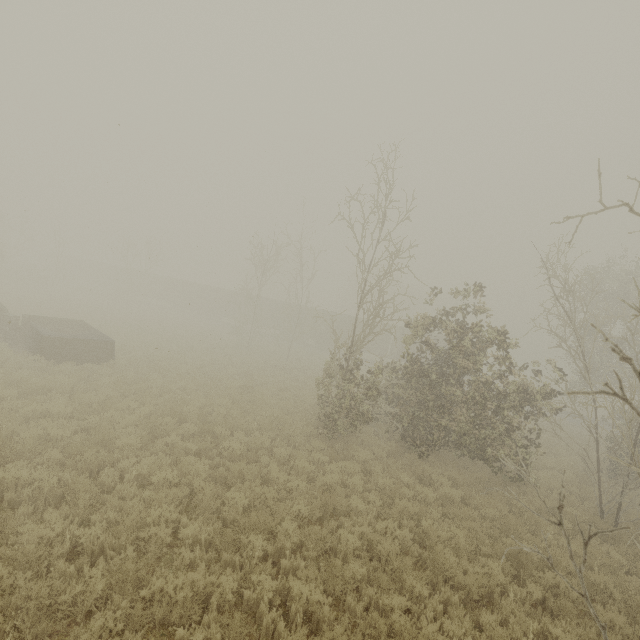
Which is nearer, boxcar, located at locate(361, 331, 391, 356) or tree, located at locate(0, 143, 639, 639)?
tree, located at locate(0, 143, 639, 639)

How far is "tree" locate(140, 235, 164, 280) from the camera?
40.0m

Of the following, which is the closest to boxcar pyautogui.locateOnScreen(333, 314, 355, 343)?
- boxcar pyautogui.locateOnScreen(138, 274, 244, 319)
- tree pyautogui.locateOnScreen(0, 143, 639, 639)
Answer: boxcar pyautogui.locateOnScreen(138, 274, 244, 319)

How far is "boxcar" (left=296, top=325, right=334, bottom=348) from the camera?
39.0m

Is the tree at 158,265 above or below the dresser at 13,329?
above

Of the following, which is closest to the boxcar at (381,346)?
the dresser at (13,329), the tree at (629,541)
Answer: the tree at (629,541)

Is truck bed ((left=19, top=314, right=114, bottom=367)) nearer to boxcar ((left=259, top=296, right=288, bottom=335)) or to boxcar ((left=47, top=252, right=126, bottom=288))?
boxcar ((left=259, top=296, right=288, bottom=335))

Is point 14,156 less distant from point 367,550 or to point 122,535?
point 122,535
